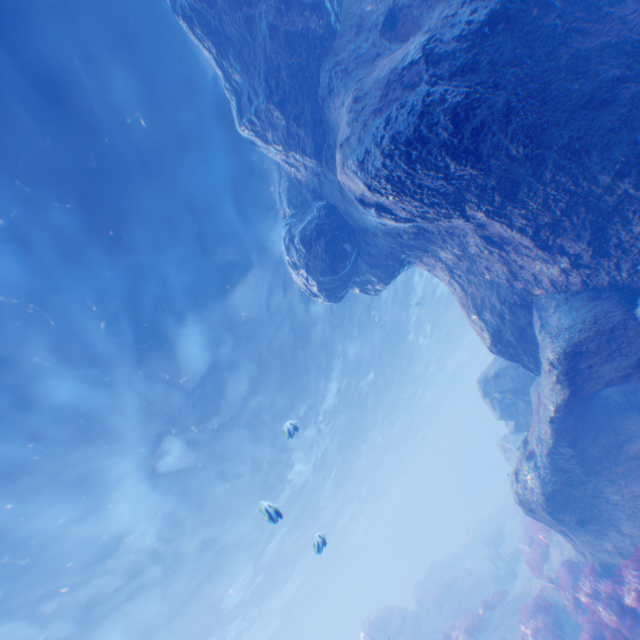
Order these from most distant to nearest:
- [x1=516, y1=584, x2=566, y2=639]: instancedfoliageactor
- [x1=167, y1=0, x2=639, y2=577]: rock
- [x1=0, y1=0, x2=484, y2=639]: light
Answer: [x1=516, y1=584, x2=566, y2=639]: instancedfoliageactor, [x1=0, y1=0, x2=484, y2=639]: light, [x1=167, y1=0, x2=639, y2=577]: rock

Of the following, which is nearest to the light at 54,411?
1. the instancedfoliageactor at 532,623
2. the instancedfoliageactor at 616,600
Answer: the instancedfoliageactor at 616,600

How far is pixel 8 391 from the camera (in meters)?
8.03

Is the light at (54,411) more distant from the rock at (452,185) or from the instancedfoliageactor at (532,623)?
the instancedfoliageactor at (532,623)

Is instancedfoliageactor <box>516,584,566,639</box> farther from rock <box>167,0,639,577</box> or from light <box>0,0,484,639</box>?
Result: light <box>0,0,484,639</box>

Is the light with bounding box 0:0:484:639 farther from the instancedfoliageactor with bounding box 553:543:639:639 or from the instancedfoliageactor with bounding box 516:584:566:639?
the instancedfoliageactor with bounding box 516:584:566:639

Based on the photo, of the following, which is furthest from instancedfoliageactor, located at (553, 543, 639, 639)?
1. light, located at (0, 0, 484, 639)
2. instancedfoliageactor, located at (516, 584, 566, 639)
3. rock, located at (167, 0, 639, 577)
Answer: light, located at (0, 0, 484, 639)
